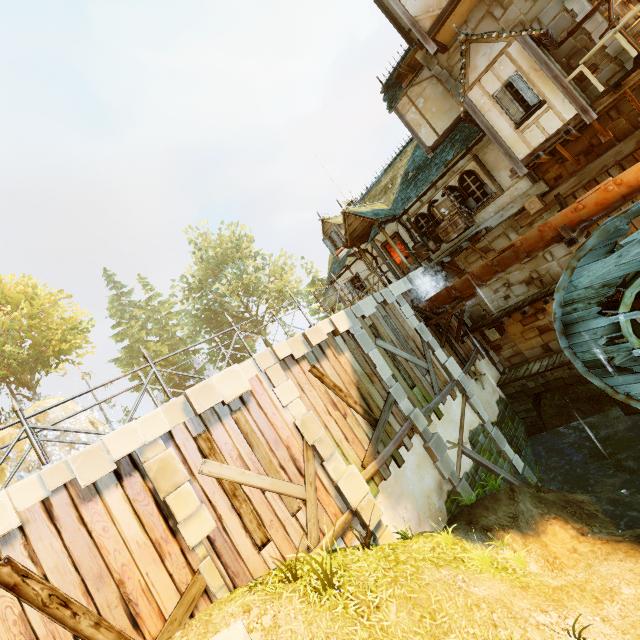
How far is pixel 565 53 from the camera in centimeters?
1028cm

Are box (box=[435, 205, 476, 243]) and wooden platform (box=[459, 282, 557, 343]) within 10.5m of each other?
yes

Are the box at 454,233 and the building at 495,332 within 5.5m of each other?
yes

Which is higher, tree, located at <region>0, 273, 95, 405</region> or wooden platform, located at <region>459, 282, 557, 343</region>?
tree, located at <region>0, 273, 95, 405</region>

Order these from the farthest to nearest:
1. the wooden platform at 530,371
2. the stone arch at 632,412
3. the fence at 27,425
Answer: the wooden platform at 530,371 → the stone arch at 632,412 → the fence at 27,425

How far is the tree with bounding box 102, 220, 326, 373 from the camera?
37.66m

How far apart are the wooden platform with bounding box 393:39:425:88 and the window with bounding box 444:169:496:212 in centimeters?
468cm

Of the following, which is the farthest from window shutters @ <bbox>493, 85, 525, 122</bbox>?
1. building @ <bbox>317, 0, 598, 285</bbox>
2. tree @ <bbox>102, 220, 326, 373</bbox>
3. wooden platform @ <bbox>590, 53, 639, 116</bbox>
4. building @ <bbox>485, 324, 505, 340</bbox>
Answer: tree @ <bbox>102, 220, 326, 373</bbox>
